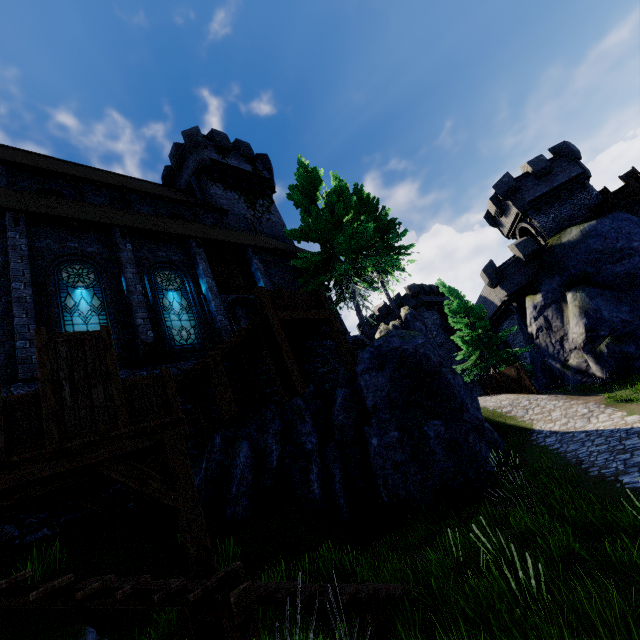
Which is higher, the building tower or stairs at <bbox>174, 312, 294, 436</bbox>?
A: the building tower

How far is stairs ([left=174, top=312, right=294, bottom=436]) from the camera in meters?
8.6

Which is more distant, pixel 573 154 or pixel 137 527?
pixel 573 154

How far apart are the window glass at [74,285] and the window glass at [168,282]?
1.5 meters

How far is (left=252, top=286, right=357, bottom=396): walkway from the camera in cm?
1018

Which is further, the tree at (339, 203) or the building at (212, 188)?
the tree at (339, 203)

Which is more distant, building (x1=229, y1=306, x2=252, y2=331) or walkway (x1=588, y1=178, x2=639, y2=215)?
building (x1=229, y1=306, x2=252, y2=331)

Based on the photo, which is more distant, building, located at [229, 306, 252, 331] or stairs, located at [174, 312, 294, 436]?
building, located at [229, 306, 252, 331]
